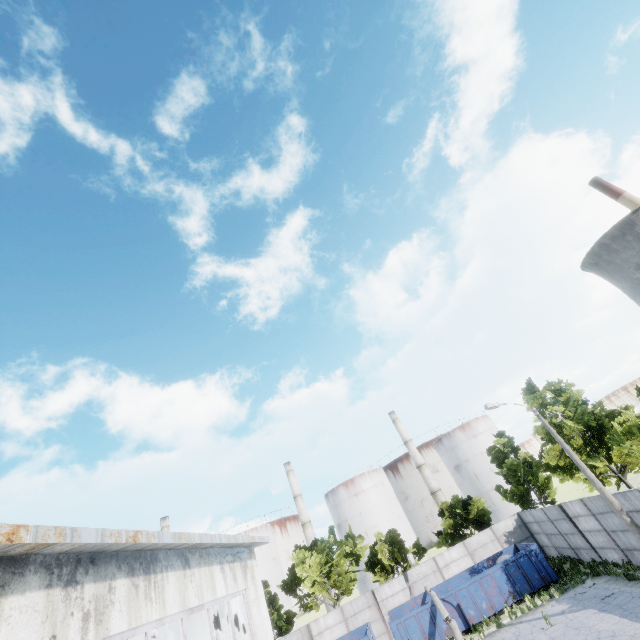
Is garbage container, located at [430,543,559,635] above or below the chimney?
below

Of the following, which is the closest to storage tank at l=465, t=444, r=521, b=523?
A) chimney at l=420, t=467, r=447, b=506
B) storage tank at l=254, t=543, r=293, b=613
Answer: chimney at l=420, t=467, r=447, b=506

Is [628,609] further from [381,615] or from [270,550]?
[270,550]

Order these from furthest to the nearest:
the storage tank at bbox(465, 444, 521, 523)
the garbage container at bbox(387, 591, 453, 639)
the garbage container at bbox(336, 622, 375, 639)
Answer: the storage tank at bbox(465, 444, 521, 523) < the garbage container at bbox(336, 622, 375, 639) < the garbage container at bbox(387, 591, 453, 639)

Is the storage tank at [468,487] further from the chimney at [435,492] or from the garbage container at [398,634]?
the garbage container at [398,634]

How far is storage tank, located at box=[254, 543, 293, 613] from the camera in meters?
54.9 m

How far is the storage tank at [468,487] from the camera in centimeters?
5475cm

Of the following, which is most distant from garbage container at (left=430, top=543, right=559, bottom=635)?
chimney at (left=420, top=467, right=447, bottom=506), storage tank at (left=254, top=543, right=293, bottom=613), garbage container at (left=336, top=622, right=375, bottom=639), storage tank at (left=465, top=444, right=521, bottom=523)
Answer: storage tank at (left=254, top=543, right=293, bottom=613)
